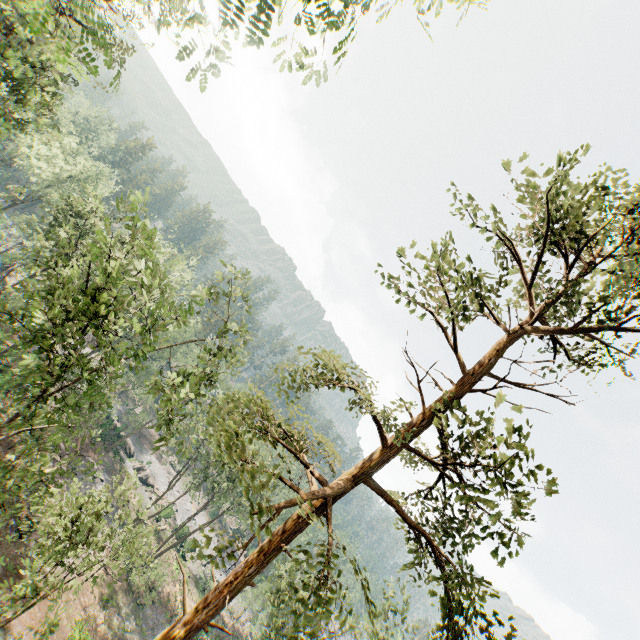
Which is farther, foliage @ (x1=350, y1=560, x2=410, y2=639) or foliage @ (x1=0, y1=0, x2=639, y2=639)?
foliage @ (x1=0, y1=0, x2=639, y2=639)

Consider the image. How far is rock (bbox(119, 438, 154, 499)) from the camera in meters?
48.6 m

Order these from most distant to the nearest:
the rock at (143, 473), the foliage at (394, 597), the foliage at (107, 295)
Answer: the rock at (143, 473), the foliage at (107, 295), the foliage at (394, 597)

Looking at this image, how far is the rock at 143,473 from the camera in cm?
4857

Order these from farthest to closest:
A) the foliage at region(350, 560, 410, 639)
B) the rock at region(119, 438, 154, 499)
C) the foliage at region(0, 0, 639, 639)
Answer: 1. the rock at region(119, 438, 154, 499)
2. the foliage at region(0, 0, 639, 639)
3. the foliage at region(350, 560, 410, 639)

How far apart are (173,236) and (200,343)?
45.76m

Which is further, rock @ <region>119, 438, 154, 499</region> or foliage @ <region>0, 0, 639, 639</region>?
rock @ <region>119, 438, 154, 499</region>
